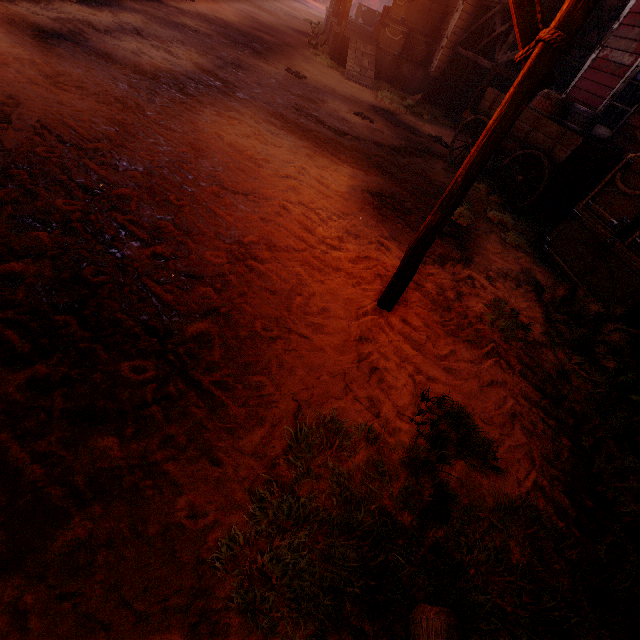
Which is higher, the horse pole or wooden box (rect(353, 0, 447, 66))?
wooden box (rect(353, 0, 447, 66))

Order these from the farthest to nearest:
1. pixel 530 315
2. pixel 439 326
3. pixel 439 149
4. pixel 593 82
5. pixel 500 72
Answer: pixel 500 72, pixel 439 149, pixel 593 82, pixel 530 315, pixel 439 326

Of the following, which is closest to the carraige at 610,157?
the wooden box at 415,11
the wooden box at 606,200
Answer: the wooden box at 606,200

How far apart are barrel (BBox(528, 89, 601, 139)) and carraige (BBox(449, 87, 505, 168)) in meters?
0.0

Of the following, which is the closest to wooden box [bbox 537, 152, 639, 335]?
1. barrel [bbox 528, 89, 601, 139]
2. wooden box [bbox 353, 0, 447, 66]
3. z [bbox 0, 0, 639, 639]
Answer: z [bbox 0, 0, 639, 639]

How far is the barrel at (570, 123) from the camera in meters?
6.5

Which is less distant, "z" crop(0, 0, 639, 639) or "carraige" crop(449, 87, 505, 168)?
"z" crop(0, 0, 639, 639)

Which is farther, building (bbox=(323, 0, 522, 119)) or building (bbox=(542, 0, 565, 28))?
building (bbox=(323, 0, 522, 119))
